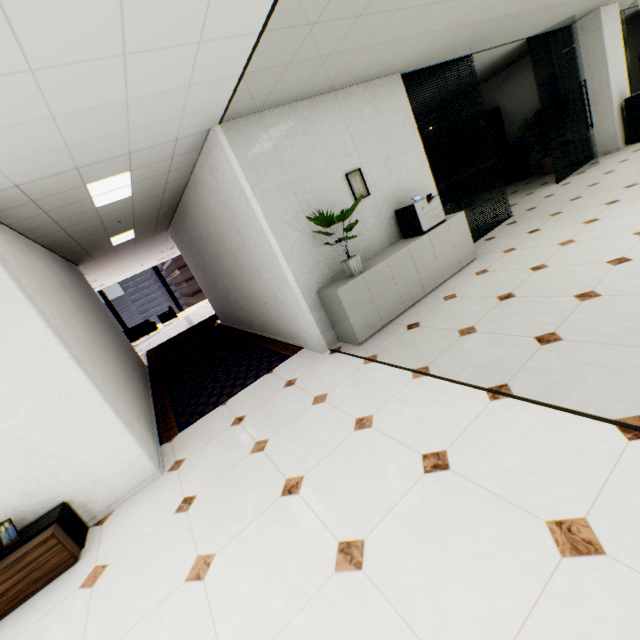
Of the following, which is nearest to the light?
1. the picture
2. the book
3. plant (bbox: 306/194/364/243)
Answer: plant (bbox: 306/194/364/243)

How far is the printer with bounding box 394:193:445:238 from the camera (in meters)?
4.49

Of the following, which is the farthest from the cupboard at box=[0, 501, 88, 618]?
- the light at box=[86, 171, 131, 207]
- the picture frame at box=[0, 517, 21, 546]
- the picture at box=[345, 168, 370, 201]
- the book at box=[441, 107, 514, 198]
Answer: the book at box=[441, 107, 514, 198]

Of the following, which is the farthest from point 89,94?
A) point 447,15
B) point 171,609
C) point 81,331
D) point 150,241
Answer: point 150,241

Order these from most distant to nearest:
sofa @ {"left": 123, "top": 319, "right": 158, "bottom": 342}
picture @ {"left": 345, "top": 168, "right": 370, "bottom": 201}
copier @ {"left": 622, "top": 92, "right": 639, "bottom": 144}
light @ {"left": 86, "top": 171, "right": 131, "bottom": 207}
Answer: sofa @ {"left": 123, "top": 319, "right": 158, "bottom": 342} < copier @ {"left": 622, "top": 92, "right": 639, "bottom": 144} < picture @ {"left": 345, "top": 168, "right": 370, "bottom": 201} < light @ {"left": 86, "top": 171, "right": 131, "bottom": 207}

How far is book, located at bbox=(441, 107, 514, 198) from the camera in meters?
9.7

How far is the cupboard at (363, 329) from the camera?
4.0m

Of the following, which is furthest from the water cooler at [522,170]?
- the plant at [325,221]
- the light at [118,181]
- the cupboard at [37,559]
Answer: the cupboard at [37,559]
